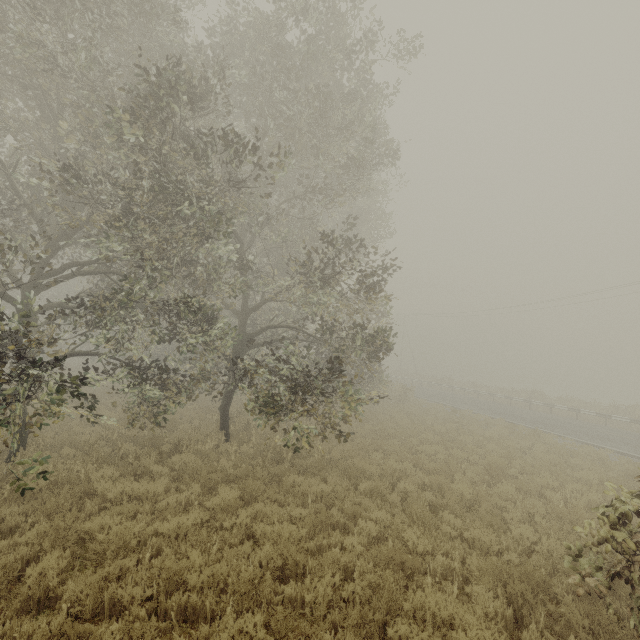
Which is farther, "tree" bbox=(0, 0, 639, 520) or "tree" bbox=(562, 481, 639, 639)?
"tree" bbox=(0, 0, 639, 520)

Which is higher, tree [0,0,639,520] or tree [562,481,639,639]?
tree [0,0,639,520]

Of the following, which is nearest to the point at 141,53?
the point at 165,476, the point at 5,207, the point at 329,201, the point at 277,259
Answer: the point at 5,207

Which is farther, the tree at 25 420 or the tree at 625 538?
the tree at 25 420

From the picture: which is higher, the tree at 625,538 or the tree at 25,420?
the tree at 25,420
